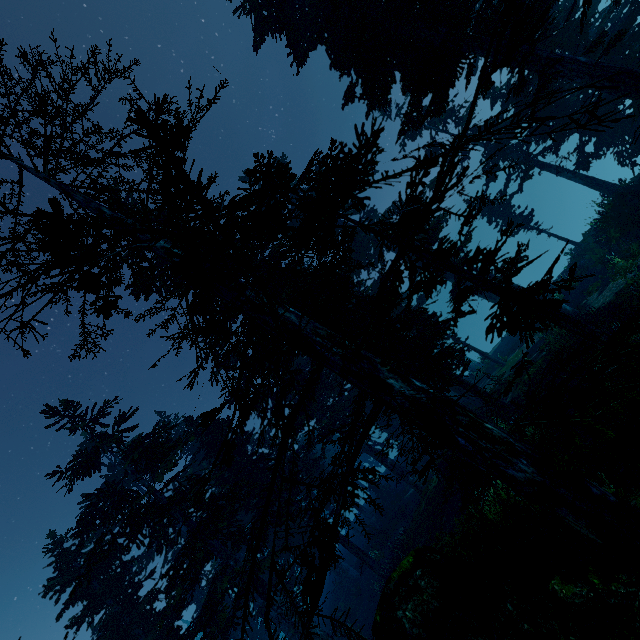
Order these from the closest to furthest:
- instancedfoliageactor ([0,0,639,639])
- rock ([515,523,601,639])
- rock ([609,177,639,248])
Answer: instancedfoliageactor ([0,0,639,639]) < rock ([515,523,601,639]) < rock ([609,177,639,248])

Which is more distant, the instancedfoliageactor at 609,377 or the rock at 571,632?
the rock at 571,632

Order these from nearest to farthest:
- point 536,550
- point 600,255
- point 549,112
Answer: point 536,550
point 600,255
point 549,112

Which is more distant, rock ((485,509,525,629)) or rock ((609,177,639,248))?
rock ((609,177,639,248))

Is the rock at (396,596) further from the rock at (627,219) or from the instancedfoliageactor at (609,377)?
the rock at (627,219)

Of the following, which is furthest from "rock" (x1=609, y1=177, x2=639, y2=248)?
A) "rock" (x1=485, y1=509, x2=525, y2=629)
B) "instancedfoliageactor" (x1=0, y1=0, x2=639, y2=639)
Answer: "rock" (x1=485, y1=509, x2=525, y2=629)

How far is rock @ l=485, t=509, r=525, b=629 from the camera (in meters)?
6.33

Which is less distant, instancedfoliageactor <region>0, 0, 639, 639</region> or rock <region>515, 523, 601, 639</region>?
instancedfoliageactor <region>0, 0, 639, 639</region>
